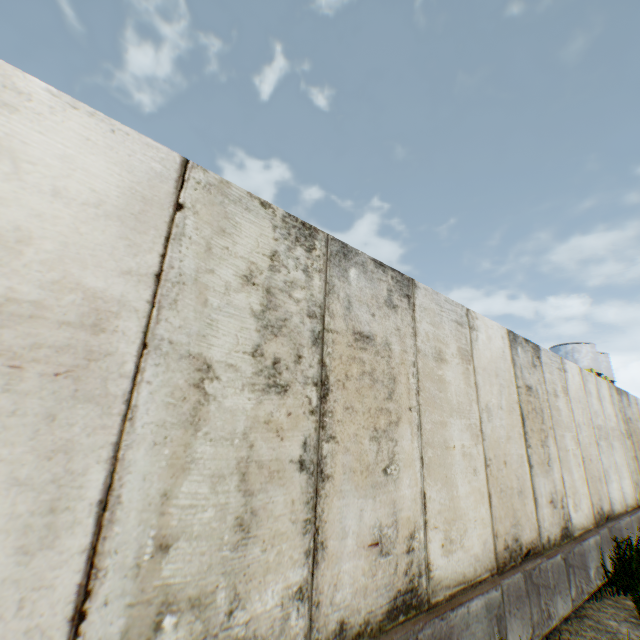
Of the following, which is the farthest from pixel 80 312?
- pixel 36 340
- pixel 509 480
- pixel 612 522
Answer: pixel 612 522

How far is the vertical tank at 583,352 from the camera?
33.5m

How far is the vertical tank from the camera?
33.5m
